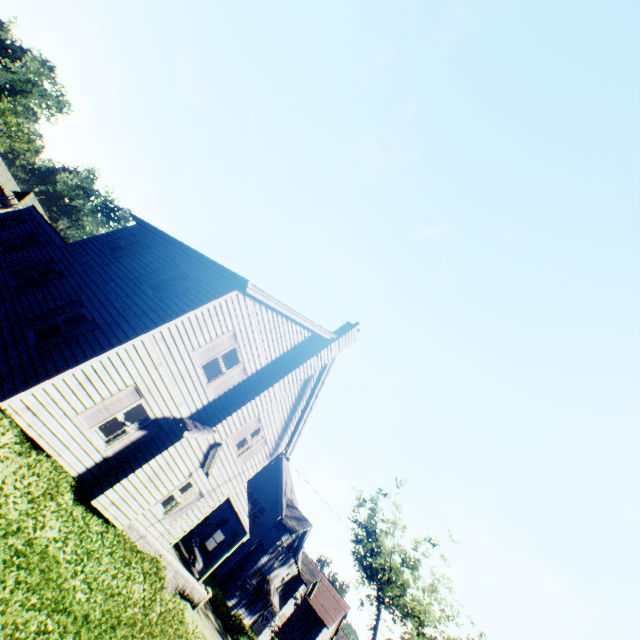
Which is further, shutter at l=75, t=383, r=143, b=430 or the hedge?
the hedge

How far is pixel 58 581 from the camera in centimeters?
751cm

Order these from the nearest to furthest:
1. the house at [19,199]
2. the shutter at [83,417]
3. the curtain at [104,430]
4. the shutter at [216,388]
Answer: the shutter at [83,417], the curtain at [104,430], the shutter at [216,388], the house at [19,199]

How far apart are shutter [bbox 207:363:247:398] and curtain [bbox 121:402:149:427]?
2.0 meters

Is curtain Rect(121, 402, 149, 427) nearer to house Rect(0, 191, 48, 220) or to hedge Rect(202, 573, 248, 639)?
hedge Rect(202, 573, 248, 639)

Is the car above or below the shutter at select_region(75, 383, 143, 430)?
below

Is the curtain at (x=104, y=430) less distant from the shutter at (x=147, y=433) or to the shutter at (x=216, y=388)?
the shutter at (x=147, y=433)

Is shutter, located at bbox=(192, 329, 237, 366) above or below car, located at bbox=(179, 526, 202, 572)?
above
